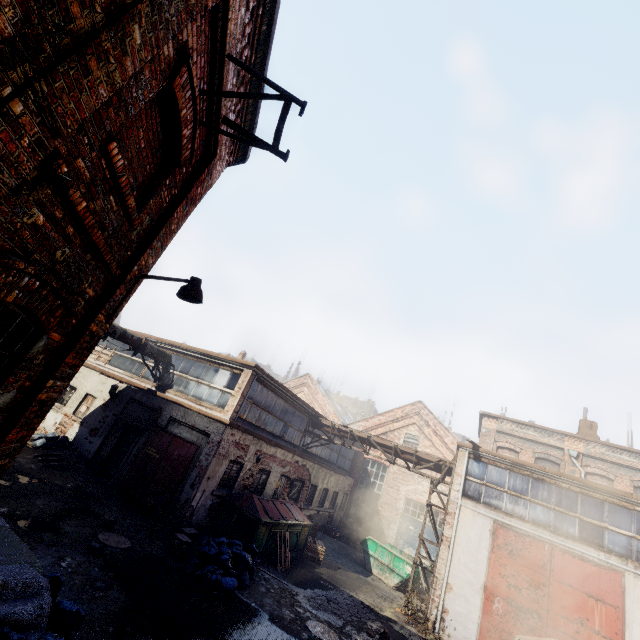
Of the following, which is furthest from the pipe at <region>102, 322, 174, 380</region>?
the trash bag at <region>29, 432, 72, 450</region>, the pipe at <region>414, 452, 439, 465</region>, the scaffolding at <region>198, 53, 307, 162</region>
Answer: the scaffolding at <region>198, 53, 307, 162</region>

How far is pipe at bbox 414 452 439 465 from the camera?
15.1m

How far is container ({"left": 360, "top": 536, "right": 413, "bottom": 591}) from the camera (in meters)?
15.21

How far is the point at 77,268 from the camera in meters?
3.4 m

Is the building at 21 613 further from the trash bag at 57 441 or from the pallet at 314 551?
the pallet at 314 551

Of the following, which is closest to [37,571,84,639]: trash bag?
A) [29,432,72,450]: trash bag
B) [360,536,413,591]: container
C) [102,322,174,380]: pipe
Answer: [102,322,174,380]: pipe

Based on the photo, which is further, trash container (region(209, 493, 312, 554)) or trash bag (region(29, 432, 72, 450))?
trash bag (region(29, 432, 72, 450))

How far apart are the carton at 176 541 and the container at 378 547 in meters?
11.0 m
